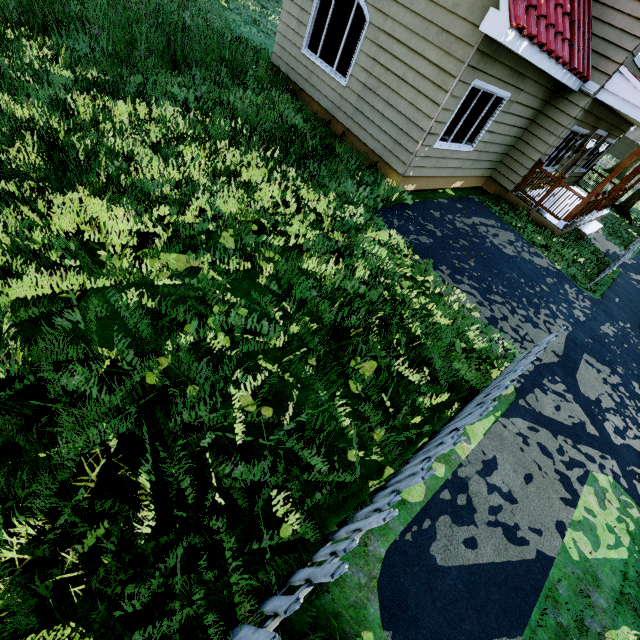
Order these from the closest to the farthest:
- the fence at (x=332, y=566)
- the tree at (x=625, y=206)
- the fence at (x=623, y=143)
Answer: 1. the fence at (x=332, y=566)
2. the tree at (x=625, y=206)
3. the fence at (x=623, y=143)

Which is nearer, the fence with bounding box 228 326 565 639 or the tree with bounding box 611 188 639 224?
the fence with bounding box 228 326 565 639

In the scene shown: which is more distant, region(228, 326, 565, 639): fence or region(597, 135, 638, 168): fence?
region(597, 135, 638, 168): fence

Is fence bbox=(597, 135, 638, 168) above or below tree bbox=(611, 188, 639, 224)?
above

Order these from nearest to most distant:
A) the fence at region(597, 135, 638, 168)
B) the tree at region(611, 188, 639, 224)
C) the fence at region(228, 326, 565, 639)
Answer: the fence at region(228, 326, 565, 639)
the tree at region(611, 188, 639, 224)
the fence at region(597, 135, 638, 168)

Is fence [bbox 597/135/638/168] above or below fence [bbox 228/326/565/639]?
above

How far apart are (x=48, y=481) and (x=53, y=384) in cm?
84

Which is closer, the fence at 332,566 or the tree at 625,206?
the fence at 332,566
